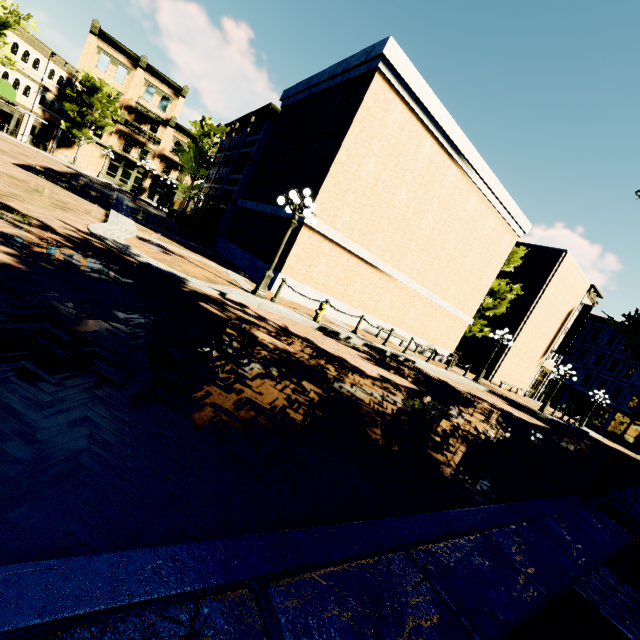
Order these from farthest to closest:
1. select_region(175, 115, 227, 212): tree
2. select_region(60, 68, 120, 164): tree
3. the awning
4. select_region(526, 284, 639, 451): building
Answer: select_region(60, 68, 120, 164): tree < select_region(526, 284, 639, 451): building < select_region(175, 115, 227, 212): tree < the awning

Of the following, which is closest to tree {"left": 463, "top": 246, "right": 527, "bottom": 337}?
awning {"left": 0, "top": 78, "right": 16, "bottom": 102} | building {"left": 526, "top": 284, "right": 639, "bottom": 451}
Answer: building {"left": 526, "top": 284, "right": 639, "bottom": 451}

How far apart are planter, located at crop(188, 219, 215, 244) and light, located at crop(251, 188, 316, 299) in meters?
12.3 m

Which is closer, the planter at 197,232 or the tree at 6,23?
the planter at 197,232

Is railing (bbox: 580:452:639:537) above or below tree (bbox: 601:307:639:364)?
below

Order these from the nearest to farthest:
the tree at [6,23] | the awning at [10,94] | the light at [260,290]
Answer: the light at [260,290] → the tree at [6,23] → the awning at [10,94]

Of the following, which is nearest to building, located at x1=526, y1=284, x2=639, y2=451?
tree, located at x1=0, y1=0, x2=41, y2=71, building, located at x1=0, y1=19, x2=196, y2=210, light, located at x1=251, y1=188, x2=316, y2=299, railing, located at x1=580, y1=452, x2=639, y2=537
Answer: tree, located at x1=0, y1=0, x2=41, y2=71

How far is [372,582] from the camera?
1.92m
